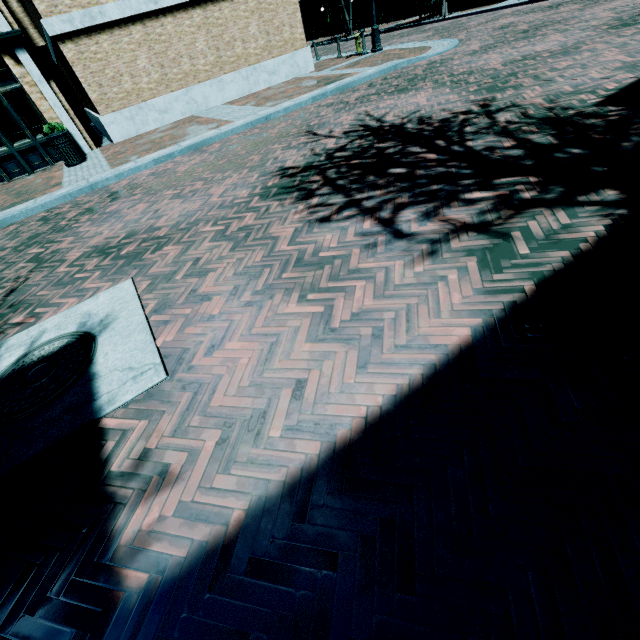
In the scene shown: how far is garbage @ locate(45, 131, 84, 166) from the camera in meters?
9.7 m

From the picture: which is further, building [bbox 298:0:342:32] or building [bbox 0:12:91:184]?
building [bbox 298:0:342:32]

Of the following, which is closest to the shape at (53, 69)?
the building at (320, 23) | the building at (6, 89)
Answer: the building at (6, 89)

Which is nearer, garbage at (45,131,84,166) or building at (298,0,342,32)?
garbage at (45,131,84,166)

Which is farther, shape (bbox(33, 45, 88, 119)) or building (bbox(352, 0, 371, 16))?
building (bbox(352, 0, 371, 16))

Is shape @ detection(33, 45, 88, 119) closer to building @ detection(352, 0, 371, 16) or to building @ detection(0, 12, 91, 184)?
building @ detection(0, 12, 91, 184)

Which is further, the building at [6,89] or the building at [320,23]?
the building at [320,23]

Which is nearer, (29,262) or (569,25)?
(29,262)
